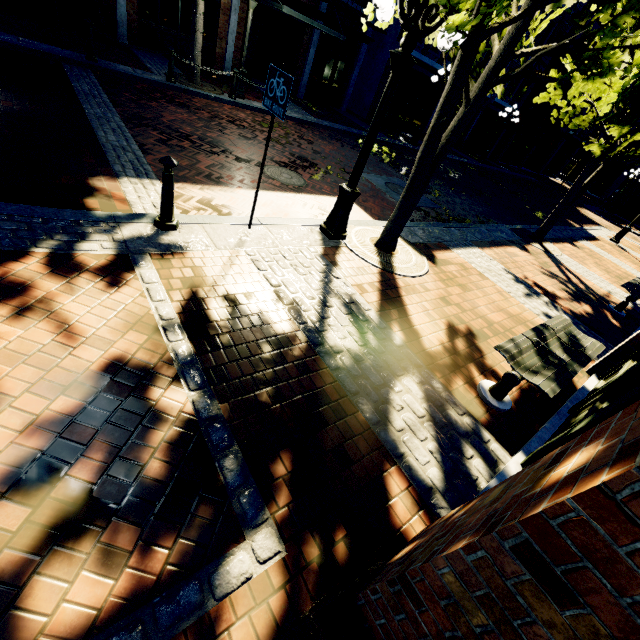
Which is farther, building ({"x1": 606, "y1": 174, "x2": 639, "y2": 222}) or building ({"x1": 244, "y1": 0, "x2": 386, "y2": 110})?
building ({"x1": 606, "y1": 174, "x2": 639, "y2": 222})

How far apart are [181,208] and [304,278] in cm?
230

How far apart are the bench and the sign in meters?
3.6

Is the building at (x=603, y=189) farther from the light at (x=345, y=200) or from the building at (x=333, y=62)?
the light at (x=345, y=200)

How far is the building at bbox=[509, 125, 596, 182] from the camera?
30.41m

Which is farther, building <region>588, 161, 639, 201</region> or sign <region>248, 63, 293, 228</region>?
building <region>588, 161, 639, 201</region>

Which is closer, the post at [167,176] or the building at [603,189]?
the post at [167,176]

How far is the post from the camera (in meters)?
3.65
